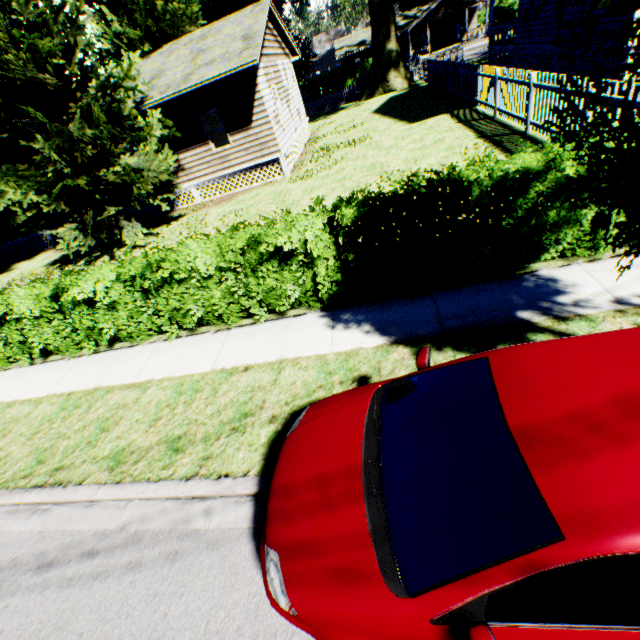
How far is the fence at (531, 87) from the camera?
9.1m

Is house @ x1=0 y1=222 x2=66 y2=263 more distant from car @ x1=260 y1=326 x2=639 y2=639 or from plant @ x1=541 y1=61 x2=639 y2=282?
car @ x1=260 y1=326 x2=639 y2=639

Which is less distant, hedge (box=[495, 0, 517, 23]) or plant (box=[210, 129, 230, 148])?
plant (box=[210, 129, 230, 148])

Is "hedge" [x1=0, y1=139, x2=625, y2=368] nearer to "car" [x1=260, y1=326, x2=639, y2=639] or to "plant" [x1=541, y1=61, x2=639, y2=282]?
"plant" [x1=541, y1=61, x2=639, y2=282]

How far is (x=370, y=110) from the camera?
23.91m

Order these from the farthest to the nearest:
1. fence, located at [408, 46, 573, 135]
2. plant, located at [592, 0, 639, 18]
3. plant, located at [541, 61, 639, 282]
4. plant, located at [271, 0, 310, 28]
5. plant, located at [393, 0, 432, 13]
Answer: plant, located at [393, 0, 432, 13], plant, located at [271, 0, 310, 28], fence, located at [408, 46, 573, 135], plant, located at [541, 61, 639, 282], plant, located at [592, 0, 639, 18]

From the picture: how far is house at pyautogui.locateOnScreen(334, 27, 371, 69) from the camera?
49.62m

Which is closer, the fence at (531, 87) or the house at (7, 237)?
the fence at (531, 87)
